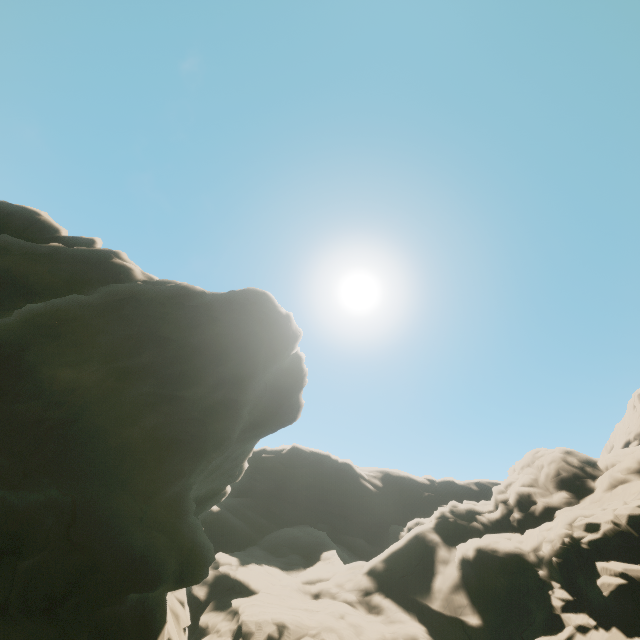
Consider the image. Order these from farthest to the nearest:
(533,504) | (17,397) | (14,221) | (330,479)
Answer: (330,479) → (533,504) → (14,221) → (17,397)
